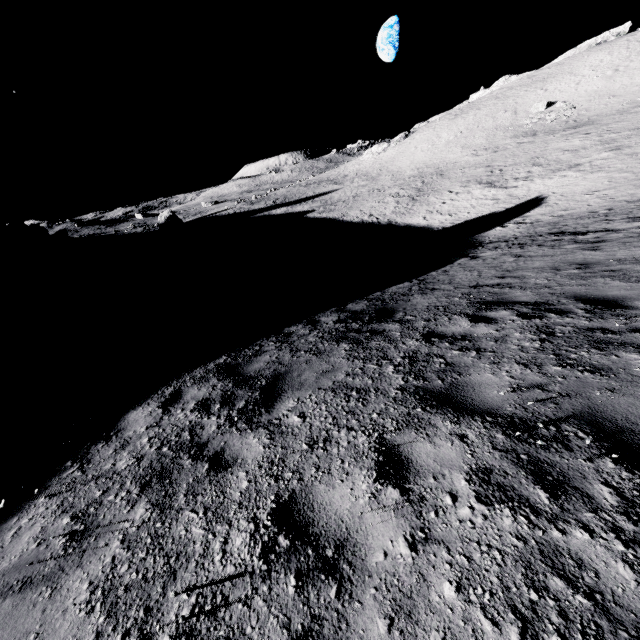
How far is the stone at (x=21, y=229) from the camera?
57.2m

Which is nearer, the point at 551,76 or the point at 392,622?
the point at 392,622

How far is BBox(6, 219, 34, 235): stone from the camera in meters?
57.2 m
